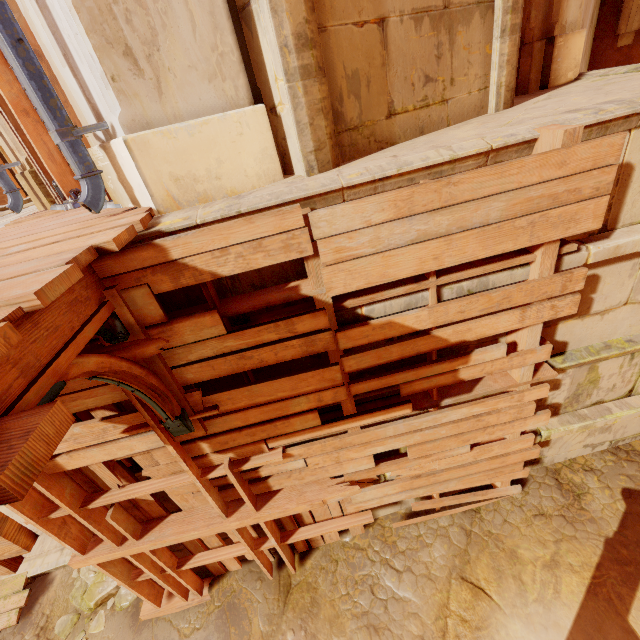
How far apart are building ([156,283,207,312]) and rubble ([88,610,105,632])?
4.5 meters

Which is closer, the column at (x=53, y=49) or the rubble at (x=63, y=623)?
the column at (x=53, y=49)

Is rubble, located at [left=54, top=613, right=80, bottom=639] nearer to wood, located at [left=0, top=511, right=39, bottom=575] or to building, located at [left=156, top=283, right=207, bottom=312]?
wood, located at [left=0, top=511, right=39, bottom=575]

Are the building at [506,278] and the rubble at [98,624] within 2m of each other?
no

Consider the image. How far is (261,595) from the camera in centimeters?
416cm

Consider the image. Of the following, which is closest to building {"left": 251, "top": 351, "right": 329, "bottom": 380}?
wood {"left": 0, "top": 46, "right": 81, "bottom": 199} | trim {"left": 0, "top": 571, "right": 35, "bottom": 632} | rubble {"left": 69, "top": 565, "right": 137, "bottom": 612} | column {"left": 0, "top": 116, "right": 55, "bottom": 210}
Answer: wood {"left": 0, "top": 46, "right": 81, "bottom": 199}

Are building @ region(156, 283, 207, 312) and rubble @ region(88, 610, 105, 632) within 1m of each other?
no

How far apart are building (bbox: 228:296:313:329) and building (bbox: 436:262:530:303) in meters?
0.2 m
